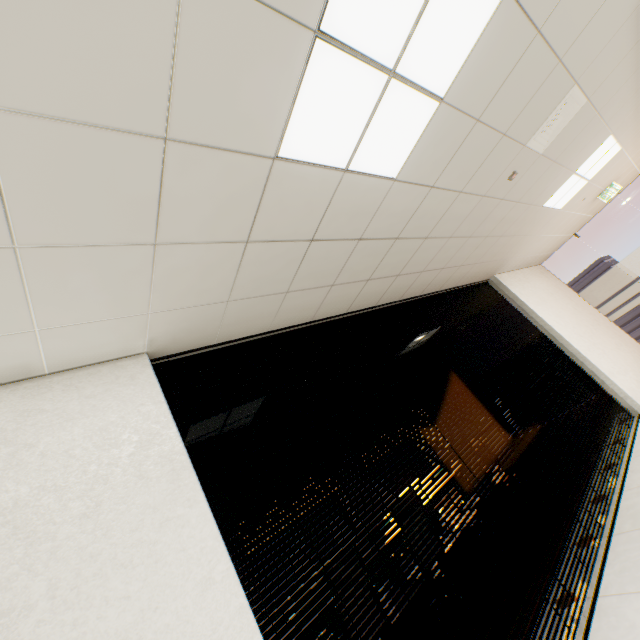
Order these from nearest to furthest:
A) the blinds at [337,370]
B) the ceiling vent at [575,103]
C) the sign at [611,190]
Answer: the blinds at [337,370]
the ceiling vent at [575,103]
the sign at [611,190]

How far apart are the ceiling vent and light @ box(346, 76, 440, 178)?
1.5 meters

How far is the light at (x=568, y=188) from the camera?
4.4 meters

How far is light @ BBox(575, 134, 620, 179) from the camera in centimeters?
403cm

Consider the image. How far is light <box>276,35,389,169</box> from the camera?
1.4 meters

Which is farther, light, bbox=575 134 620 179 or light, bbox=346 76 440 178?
light, bbox=575 134 620 179

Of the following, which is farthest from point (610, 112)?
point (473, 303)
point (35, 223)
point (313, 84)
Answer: point (35, 223)
